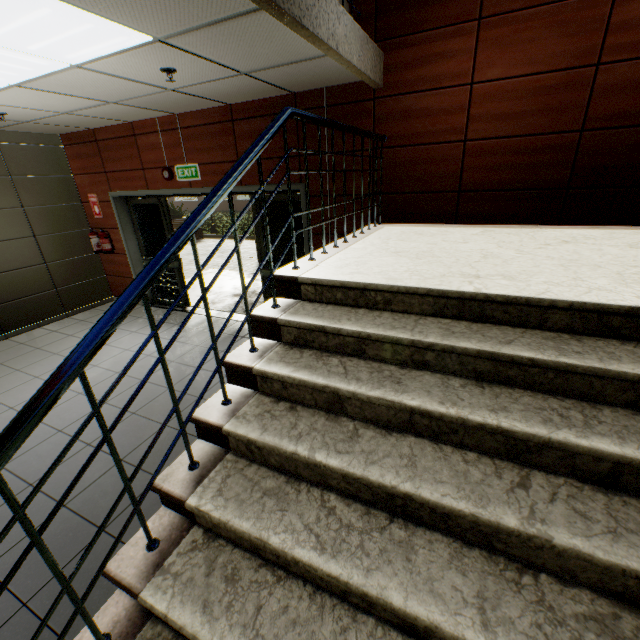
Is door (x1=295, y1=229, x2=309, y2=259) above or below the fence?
above

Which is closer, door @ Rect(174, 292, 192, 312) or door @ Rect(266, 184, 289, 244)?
door @ Rect(266, 184, 289, 244)

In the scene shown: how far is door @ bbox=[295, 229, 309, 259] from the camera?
4.6m

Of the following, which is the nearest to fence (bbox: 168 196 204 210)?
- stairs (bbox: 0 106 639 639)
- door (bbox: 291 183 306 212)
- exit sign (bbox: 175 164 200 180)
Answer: door (bbox: 291 183 306 212)

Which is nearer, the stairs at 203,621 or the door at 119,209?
the stairs at 203,621

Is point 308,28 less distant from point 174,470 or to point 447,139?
point 447,139

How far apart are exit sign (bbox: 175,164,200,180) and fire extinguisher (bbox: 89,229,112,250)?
2.3m

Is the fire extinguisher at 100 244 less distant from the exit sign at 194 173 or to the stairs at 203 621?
the exit sign at 194 173
